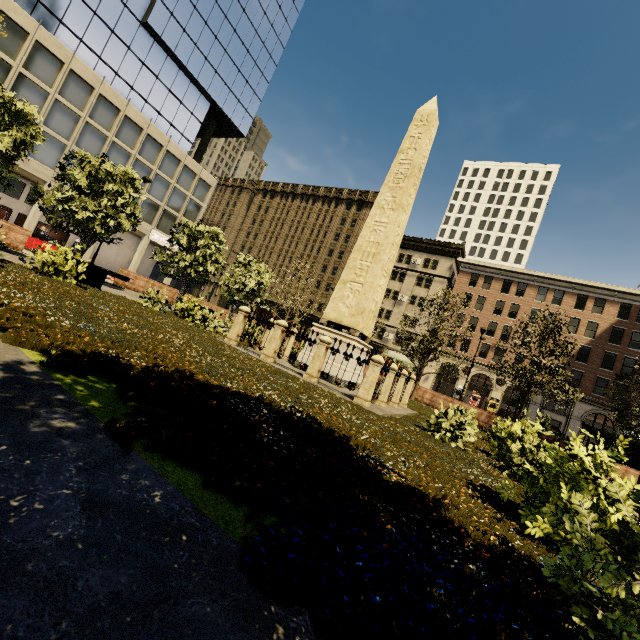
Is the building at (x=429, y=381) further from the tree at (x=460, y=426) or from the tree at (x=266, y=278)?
the tree at (x=460, y=426)

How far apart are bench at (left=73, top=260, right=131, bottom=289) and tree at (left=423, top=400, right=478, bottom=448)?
12.9m

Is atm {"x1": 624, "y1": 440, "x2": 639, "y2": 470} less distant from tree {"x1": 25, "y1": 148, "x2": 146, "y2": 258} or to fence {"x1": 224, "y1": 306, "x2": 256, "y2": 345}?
tree {"x1": 25, "y1": 148, "x2": 146, "y2": 258}

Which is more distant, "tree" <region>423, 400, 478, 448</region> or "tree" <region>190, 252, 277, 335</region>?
"tree" <region>190, 252, 277, 335</region>

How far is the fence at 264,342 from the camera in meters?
10.0

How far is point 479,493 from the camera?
4.1m

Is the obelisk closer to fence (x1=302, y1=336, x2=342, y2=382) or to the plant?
fence (x1=302, y1=336, x2=342, y2=382)

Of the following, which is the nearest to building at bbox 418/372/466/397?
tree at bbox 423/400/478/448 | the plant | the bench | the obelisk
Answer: the bench
